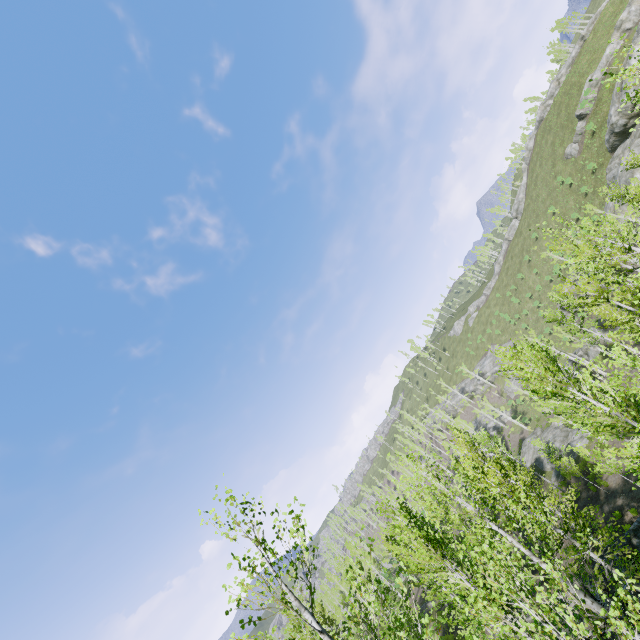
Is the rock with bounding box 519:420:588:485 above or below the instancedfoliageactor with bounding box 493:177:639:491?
below

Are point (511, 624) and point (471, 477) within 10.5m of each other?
yes

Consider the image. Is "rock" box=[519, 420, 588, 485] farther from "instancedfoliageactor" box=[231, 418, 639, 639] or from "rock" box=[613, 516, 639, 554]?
"instancedfoliageactor" box=[231, 418, 639, 639]

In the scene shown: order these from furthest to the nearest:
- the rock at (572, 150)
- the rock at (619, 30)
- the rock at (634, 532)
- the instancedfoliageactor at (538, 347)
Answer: the rock at (572, 150) → the rock at (619, 30) → the rock at (634, 532) → the instancedfoliageactor at (538, 347)

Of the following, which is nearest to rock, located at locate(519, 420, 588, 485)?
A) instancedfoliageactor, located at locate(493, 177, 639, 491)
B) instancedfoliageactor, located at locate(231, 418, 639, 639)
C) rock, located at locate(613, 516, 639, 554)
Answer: instancedfoliageactor, located at locate(493, 177, 639, 491)

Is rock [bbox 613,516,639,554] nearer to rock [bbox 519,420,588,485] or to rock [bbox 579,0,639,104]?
rock [bbox 519,420,588,485]

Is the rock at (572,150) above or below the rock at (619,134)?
above

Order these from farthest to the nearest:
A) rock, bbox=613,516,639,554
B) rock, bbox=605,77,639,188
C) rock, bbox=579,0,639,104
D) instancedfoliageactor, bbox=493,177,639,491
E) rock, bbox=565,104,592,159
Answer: rock, bbox=565,104,592,159 → rock, bbox=579,0,639,104 → rock, bbox=605,77,639,188 → rock, bbox=613,516,639,554 → instancedfoliageactor, bbox=493,177,639,491
